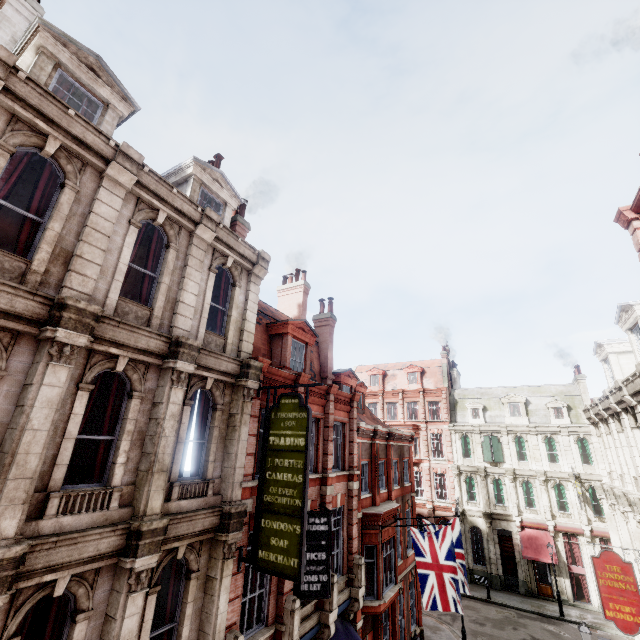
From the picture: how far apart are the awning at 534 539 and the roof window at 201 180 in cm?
3460

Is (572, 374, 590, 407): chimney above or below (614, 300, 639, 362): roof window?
above

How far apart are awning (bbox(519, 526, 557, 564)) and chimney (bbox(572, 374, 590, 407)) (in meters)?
10.47

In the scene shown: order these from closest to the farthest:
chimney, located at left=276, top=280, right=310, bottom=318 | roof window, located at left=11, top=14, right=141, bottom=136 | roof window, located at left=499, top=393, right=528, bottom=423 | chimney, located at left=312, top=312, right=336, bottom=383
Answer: roof window, located at left=11, top=14, right=141, bottom=136 < chimney, located at left=312, top=312, right=336, bottom=383 < chimney, located at left=276, top=280, right=310, bottom=318 < roof window, located at left=499, top=393, right=528, bottom=423

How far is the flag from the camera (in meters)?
13.56

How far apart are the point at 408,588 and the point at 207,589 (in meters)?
17.11

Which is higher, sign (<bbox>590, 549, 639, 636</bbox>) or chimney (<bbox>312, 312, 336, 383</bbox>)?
chimney (<bbox>312, 312, 336, 383</bbox>)

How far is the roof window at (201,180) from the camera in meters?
11.3 m
